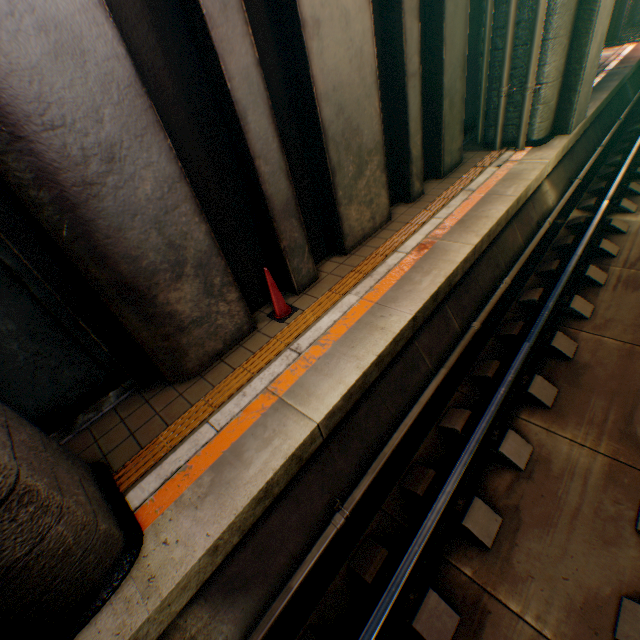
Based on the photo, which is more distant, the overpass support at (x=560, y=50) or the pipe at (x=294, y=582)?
the overpass support at (x=560, y=50)

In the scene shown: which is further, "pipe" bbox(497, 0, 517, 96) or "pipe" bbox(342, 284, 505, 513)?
"pipe" bbox(497, 0, 517, 96)

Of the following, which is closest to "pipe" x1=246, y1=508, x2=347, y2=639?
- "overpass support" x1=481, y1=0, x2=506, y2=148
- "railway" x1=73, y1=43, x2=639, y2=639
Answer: "railway" x1=73, y1=43, x2=639, y2=639

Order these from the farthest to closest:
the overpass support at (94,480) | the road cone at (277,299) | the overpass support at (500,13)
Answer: the overpass support at (500,13), the road cone at (277,299), the overpass support at (94,480)

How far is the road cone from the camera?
4.7 meters

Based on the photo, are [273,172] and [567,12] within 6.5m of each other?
no

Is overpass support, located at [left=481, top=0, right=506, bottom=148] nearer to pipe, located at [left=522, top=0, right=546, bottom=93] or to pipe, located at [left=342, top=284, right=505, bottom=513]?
pipe, located at [left=522, top=0, right=546, bottom=93]

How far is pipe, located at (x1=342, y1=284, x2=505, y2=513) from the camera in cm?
376
